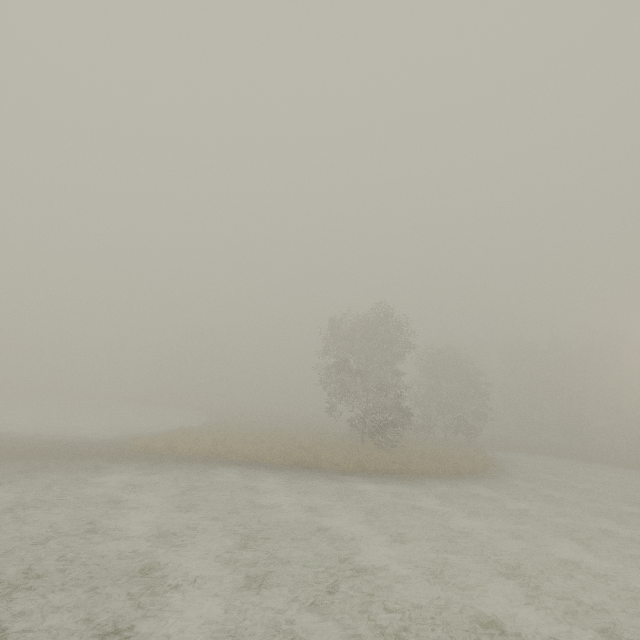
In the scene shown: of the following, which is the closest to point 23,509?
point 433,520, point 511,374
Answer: point 433,520
